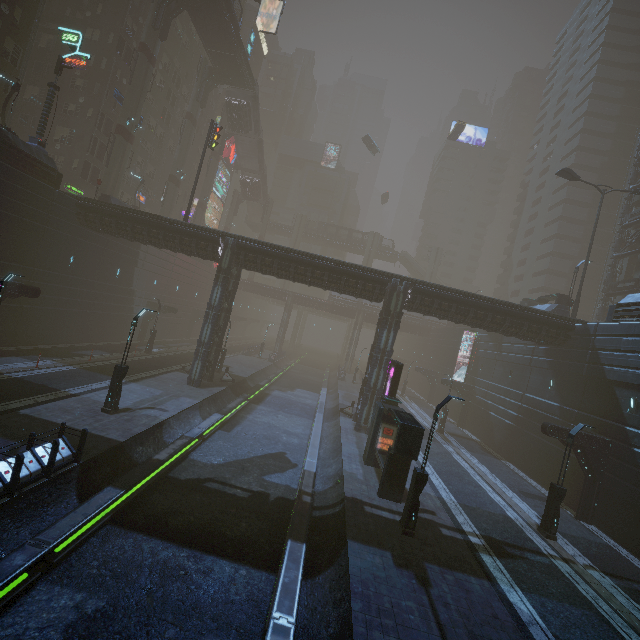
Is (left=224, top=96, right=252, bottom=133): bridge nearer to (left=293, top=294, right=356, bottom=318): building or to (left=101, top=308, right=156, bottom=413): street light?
(left=293, top=294, right=356, bottom=318): building

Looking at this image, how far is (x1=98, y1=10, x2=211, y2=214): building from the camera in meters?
45.3 m

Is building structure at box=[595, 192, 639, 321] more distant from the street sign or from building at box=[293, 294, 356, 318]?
the street sign

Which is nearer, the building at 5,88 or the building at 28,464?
the building at 28,464

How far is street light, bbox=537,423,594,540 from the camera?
15.1m

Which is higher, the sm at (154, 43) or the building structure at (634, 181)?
the building structure at (634, 181)

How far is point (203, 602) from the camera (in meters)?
8.75

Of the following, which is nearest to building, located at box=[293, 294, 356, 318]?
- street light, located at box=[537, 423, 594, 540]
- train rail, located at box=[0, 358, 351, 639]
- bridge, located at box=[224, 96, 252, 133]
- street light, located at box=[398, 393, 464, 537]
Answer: train rail, located at box=[0, 358, 351, 639]
